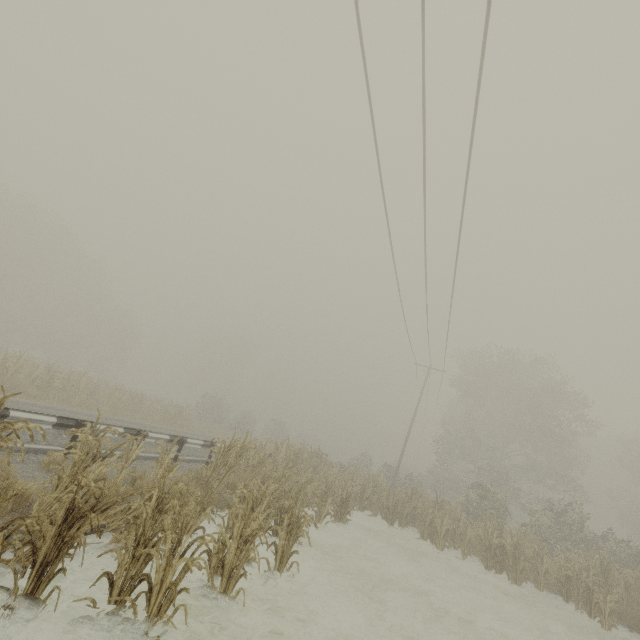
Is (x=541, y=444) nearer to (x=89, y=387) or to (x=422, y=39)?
(x=422, y=39)

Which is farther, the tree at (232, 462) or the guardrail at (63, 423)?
the guardrail at (63, 423)

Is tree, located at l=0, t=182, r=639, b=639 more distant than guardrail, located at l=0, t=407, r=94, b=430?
No
